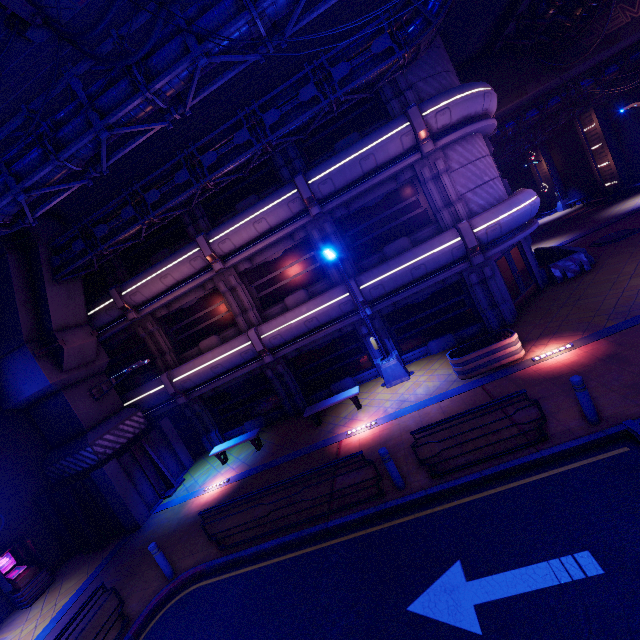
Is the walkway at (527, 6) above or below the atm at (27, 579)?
above

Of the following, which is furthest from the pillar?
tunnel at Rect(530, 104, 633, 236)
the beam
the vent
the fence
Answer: tunnel at Rect(530, 104, 633, 236)

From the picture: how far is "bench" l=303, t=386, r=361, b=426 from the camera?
12.7 meters

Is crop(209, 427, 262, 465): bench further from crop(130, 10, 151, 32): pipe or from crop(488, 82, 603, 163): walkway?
crop(488, 82, 603, 163): walkway

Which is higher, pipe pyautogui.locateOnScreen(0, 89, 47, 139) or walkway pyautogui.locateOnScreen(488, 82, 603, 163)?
pipe pyautogui.locateOnScreen(0, 89, 47, 139)

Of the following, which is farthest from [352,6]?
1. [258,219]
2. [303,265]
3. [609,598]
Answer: [609,598]

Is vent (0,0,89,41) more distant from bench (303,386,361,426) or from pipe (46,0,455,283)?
bench (303,386,361,426)

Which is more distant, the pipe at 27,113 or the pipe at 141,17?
the pipe at 27,113
